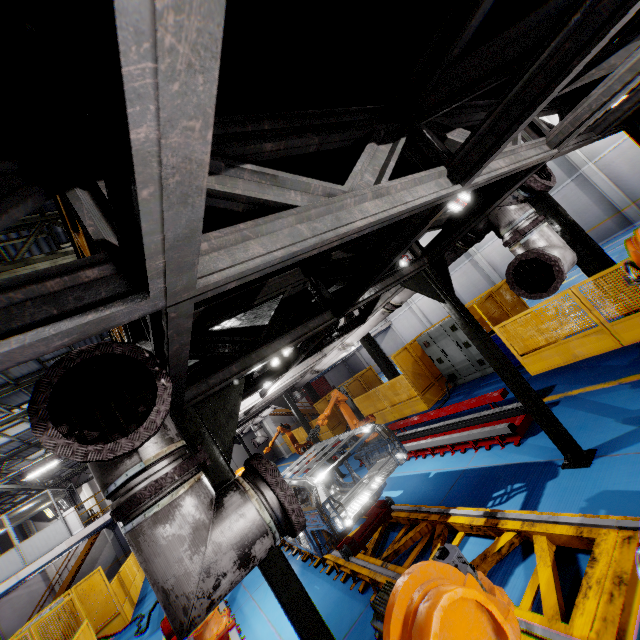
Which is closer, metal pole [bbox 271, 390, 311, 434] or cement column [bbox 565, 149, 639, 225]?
metal pole [bbox 271, 390, 311, 434]

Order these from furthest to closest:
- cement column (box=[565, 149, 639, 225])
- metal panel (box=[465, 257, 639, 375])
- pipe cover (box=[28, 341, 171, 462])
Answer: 1. cement column (box=[565, 149, 639, 225])
2. metal panel (box=[465, 257, 639, 375])
3. pipe cover (box=[28, 341, 171, 462])

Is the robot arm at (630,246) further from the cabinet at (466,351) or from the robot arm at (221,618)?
the cabinet at (466,351)

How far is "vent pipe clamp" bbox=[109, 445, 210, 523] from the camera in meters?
1.7 m

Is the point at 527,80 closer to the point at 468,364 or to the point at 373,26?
the point at 373,26

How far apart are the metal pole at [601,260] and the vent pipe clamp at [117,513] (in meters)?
8.44

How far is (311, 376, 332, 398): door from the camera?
40.6 meters

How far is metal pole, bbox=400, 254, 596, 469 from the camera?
4.4 meters
